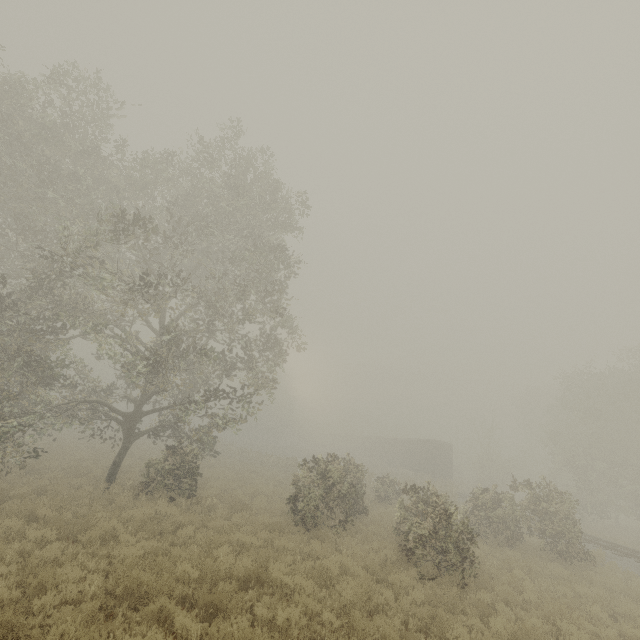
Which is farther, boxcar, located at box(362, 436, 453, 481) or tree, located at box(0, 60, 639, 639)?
boxcar, located at box(362, 436, 453, 481)

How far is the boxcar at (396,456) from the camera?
36.2 meters

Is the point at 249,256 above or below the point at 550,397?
below

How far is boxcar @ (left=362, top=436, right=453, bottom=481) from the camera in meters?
36.2

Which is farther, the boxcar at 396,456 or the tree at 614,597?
the boxcar at 396,456
